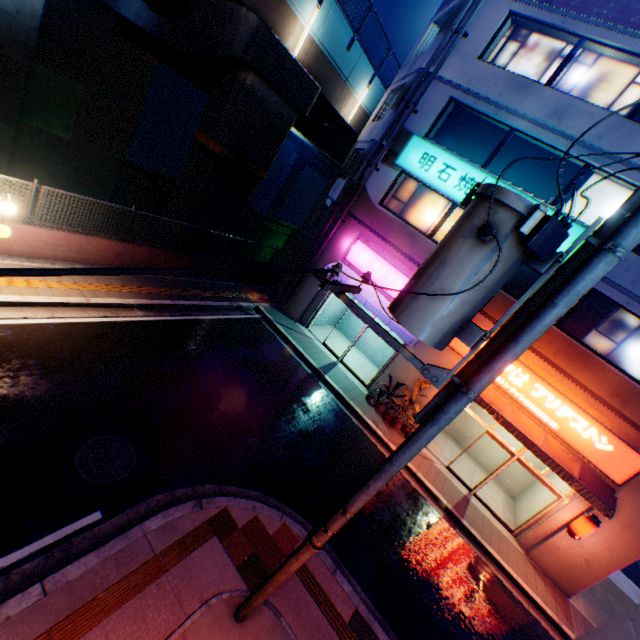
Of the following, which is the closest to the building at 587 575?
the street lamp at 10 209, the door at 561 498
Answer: the door at 561 498

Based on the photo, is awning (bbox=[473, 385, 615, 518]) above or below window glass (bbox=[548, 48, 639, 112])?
below

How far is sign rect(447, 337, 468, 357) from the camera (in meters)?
12.34

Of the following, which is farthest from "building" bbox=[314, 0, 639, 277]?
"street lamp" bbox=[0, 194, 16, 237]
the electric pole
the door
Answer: "street lamp" bbox=[0, 194, 16, 237]

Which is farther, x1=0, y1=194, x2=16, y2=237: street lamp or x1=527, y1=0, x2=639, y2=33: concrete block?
x1=527, y1=0, x2=639, y2=33: concrete block

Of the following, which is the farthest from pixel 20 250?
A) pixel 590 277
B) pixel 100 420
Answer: pixel 590 277

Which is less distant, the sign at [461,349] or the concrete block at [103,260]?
the concrete block at [103,260]

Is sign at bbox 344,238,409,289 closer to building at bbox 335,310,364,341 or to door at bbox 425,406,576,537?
building at bbox 335,310,364,341
